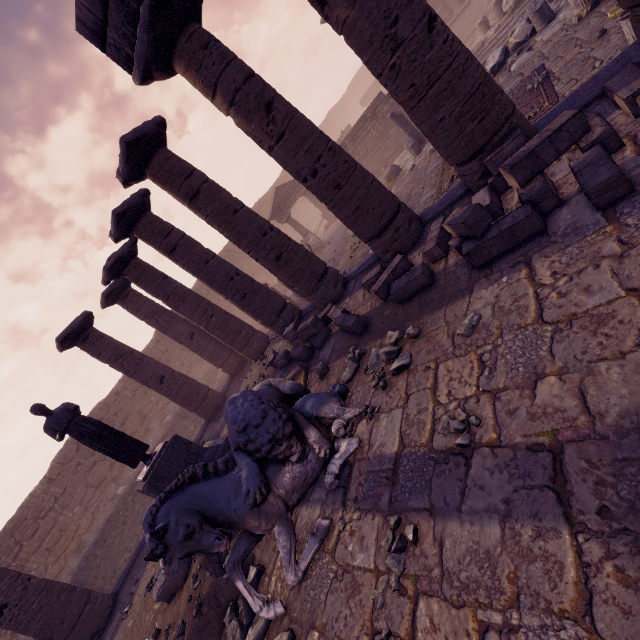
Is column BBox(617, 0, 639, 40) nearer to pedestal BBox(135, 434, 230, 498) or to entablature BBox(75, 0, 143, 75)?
entablature BBox(75, 0, 143, 75)

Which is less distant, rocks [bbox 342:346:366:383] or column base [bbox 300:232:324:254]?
rocks [bbox 342:346:366:383]

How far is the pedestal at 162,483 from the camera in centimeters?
730cm

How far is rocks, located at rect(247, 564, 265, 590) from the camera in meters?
4.1

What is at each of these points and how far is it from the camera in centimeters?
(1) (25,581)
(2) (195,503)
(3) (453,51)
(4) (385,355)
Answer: (1) column, 785cm
(2) sculpture, 342cm
(3) column, 411cm
(4) rocks, 458cm

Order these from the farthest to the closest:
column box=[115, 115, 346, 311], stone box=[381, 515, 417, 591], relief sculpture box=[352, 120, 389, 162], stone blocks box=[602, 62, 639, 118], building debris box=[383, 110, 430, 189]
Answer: relief sculpture box=[352, 120, 389, 162] → building debris box=[383, 110, 430, 189] → column box=[115, 115, 346, 311] → stone blocks box=[602, 62, 639, 118] → stone box=[381, 515, 417, 591]

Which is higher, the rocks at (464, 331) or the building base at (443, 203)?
the building base at (443, 203)

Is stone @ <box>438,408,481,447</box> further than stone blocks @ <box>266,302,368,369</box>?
No
